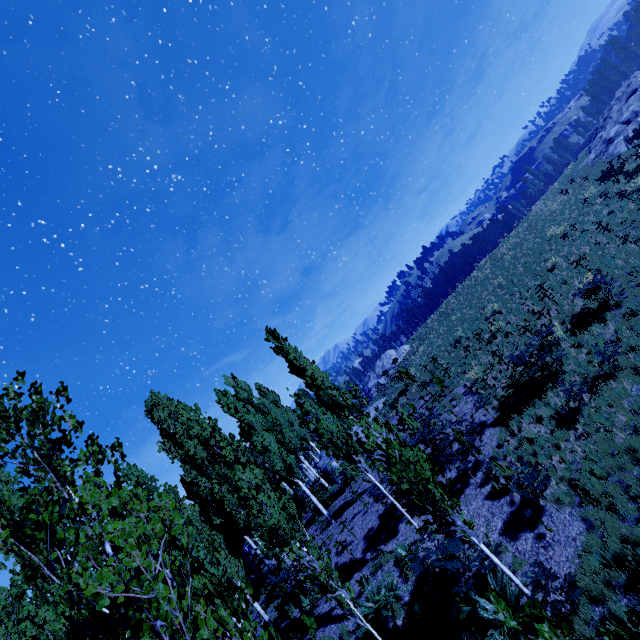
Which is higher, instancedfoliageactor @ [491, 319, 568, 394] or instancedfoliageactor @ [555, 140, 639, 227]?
instancedfoliageactor @ [555, 140, 639, 227]

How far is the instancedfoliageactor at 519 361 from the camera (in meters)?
11.20

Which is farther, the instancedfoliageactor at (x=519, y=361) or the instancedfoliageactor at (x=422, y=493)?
the instancedfoliageactor at (x=519, y=361)

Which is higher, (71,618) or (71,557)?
(71,557)

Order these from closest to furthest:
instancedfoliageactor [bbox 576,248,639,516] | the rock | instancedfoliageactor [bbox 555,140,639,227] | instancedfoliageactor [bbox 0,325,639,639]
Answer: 1. instancedfoliageactor [bbox 0,325,639,639]
2. instancedfoliageactor [bbox 576,248,639,516]
3. instancedfoliageactor [bbox 555,140,639,227]
4. the rock

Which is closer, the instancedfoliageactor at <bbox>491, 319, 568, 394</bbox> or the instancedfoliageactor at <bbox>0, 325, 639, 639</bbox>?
the instancedfoliageactor at <bbox>0, 325, 639, 639</bbox>

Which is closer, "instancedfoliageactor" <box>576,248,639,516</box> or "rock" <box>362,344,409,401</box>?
"instancedfoliageactor" <box>576,248,639,516</box>
